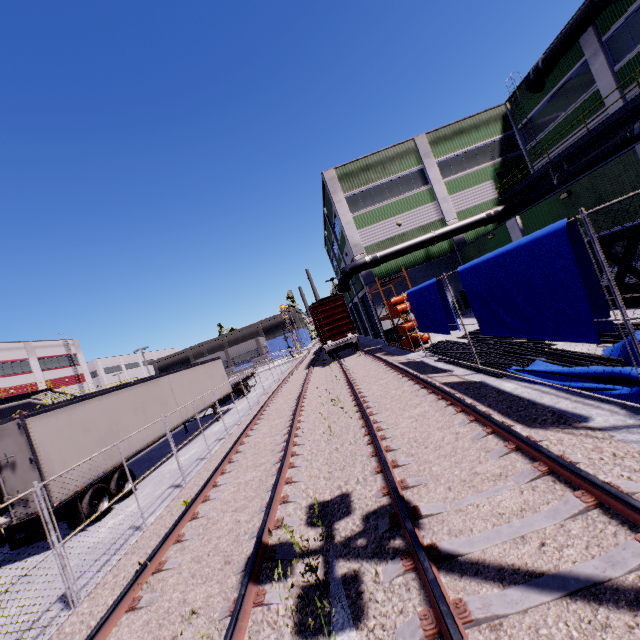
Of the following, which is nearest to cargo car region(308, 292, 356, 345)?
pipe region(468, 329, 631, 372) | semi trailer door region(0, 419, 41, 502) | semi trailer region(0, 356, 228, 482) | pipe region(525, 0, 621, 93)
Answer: semi trailer region(0, 356, 228, 482)

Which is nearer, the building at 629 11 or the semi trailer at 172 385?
the semi trailer at 172 385

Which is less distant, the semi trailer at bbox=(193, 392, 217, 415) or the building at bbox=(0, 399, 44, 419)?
the semi trailer at bbox=(193, 392, 217, 415)

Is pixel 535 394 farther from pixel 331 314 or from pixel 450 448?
pixel 331 314

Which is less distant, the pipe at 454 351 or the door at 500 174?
the pipe at 454 351

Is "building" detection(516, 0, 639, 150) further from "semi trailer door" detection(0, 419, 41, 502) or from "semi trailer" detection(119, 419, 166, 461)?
"semi trailer door" detection(0, 419, 41, 502)

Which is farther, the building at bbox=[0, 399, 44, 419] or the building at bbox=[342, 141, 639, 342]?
the building at bbox=[0, 399, 44, 419]

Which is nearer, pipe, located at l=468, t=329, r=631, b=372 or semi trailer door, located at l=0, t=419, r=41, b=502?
pipe, located at l=468, t=329, r=631, b=372
